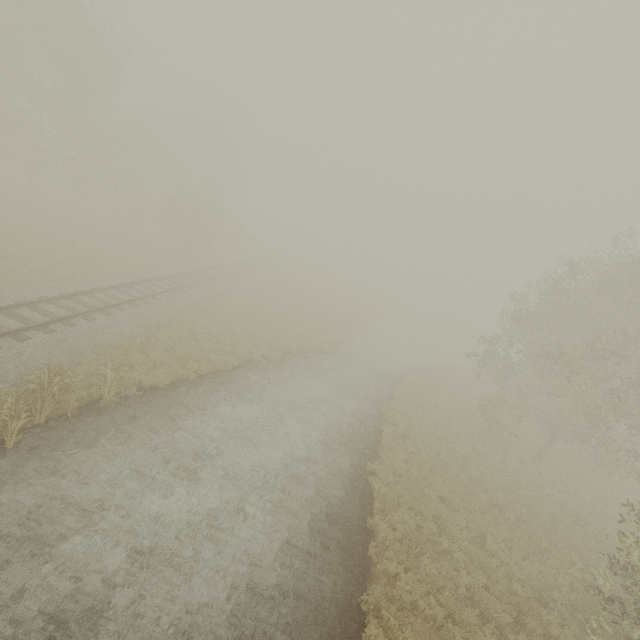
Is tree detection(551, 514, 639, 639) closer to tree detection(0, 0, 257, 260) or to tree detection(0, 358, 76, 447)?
tree detection(0, 0, 257, 260)

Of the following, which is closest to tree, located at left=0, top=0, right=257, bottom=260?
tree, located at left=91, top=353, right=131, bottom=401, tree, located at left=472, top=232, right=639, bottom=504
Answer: tree, located at left=472, top=232, right=639, bottom=504

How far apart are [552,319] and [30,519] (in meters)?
22.97

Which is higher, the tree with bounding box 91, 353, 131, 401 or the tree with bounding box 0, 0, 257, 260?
the tree with bounding box 0, 0, 257, 260

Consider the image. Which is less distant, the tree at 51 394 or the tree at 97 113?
the tree at 51 394

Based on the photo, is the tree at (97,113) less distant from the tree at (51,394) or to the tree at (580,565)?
the tree at (580,565)

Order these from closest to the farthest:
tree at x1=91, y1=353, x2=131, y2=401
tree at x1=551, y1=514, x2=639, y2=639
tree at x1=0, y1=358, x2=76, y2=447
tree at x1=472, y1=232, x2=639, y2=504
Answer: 1. tree at x1=551, y1=514, x2=639, y2=639
2. tree at x1=0, y1=358, x2=76, y2=447
3. tree at x1=91, y1=353, x2=131, y2=401
4. tree at x1=472, y1=232, x2=639, y2=504

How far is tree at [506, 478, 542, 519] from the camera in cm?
1427
